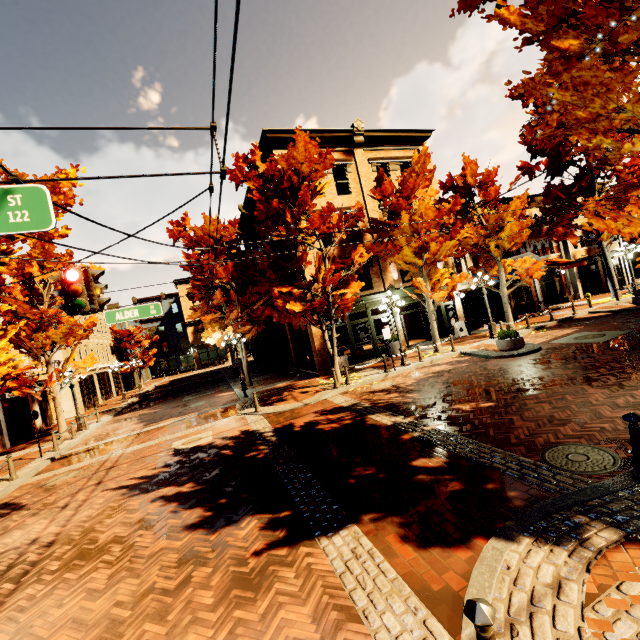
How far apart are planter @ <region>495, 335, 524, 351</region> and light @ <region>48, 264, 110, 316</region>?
13.7 meters

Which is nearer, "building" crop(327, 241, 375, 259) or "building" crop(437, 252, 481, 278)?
"building" crop(327, 241, 375, 259)

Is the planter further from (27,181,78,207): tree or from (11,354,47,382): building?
(11,354,47,382): building

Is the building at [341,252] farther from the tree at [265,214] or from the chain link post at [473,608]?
the chain link post at [473,608]

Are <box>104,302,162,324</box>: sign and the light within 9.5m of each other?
yes

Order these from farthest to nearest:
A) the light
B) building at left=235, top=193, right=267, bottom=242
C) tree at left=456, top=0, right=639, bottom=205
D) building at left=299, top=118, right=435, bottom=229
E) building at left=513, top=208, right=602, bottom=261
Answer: building at left=513, top=208, right=602, bottom=261 → building at left=235, top=193, right=267, bottom=242 → building at left=299, top=118, right=435, bottom=229 → the light → tree at left=456, top=0, right=639, bottom=205

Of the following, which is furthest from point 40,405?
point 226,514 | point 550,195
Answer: point 550,195

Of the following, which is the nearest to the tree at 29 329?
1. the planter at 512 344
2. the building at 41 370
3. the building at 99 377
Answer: the building at 41 370
